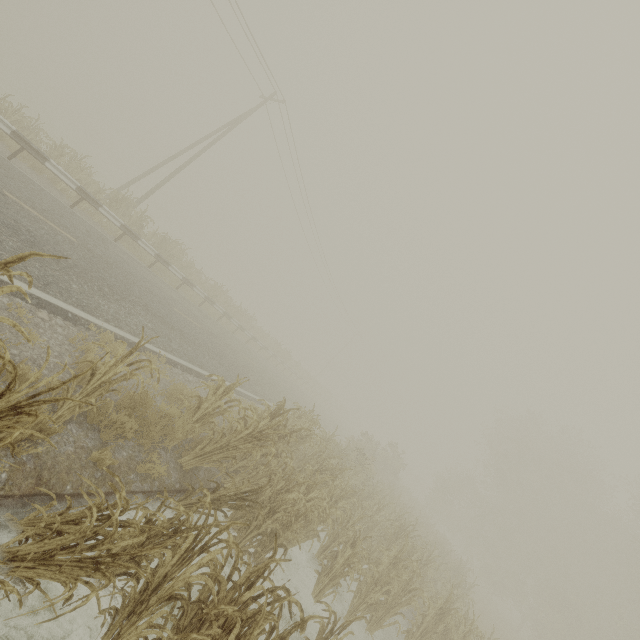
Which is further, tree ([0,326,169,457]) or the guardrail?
the guardrail

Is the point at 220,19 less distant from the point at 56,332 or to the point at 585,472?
the point at 56,332

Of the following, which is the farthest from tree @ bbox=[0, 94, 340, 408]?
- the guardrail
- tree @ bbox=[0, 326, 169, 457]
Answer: tree @ bbox=[0, 326, 169, 457]

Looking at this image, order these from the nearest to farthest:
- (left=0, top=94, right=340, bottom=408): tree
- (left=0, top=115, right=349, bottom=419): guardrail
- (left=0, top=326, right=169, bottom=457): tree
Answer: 1. (left=0, top=326, right=169, bottom=457): tree
2. (left=0, top=115, right=349, bottom=419): guardrail
3. (left=0, top=94, right=340, bottom=408): tree

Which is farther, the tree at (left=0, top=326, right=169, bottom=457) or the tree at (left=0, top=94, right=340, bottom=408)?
the tree at (left=0, top=94, right=340, bottom=408)

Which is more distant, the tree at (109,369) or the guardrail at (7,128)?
the guardrail at (7,128)

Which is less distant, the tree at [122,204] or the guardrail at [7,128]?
the guardrail at [7,128]

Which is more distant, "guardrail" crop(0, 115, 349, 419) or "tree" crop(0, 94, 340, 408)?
"tree" crop(0, 94, 340, 408)
